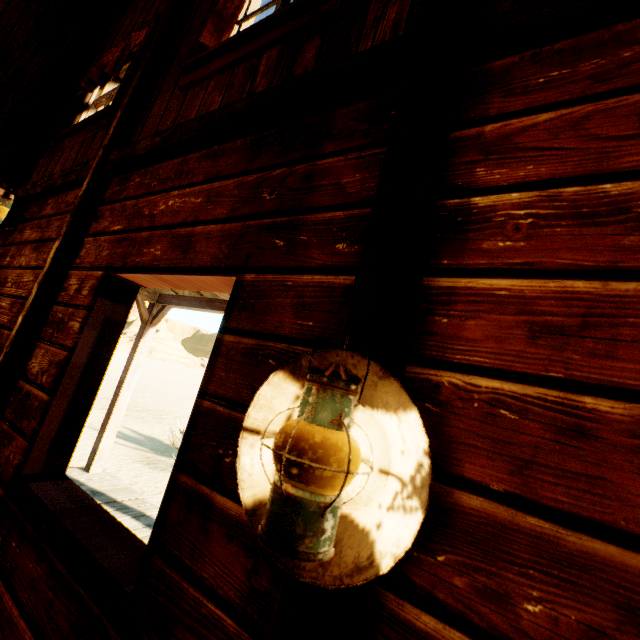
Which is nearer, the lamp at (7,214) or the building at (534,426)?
the building at (534,426)

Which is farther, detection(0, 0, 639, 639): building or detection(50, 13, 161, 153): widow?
detection(50, 13, 161, 153): widow

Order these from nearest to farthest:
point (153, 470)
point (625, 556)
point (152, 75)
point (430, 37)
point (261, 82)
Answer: point (625, 556)
point (430, 37)
point (261, 82)
point (152, 75)
point (153, 470)

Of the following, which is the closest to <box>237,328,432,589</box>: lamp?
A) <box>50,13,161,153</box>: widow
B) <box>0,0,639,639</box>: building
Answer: <box>0,0,639,639</box>: building

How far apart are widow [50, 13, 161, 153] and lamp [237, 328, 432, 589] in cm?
323

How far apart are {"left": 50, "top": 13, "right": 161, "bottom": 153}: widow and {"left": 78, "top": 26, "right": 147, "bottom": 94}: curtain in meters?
0.0

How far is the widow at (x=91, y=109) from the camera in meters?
2.9

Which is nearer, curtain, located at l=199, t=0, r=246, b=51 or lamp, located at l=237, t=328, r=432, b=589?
lamp, located at l=237, t=328, r=432, b=589
